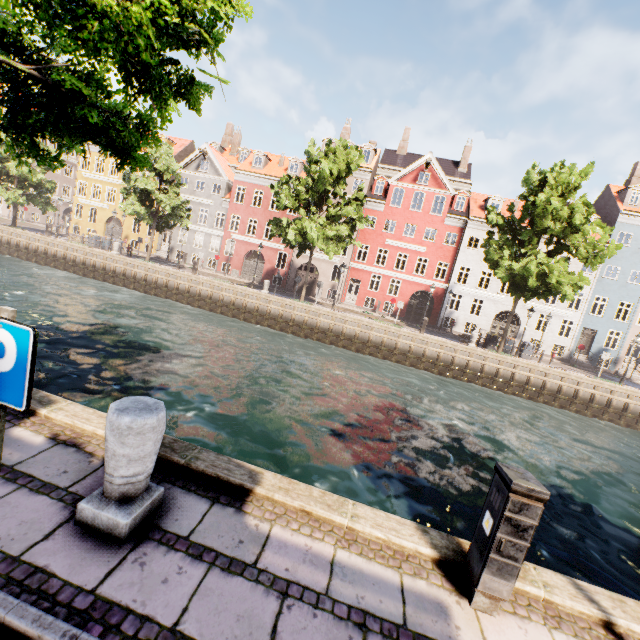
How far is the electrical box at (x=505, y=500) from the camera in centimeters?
270cm

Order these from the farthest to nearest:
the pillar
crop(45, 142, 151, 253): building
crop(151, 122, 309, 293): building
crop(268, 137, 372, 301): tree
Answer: crop(45, 142, 151, 253): building < crop(151, 122, 309, 293): building < crop(268, 137, 372, 301): tree < the pillar

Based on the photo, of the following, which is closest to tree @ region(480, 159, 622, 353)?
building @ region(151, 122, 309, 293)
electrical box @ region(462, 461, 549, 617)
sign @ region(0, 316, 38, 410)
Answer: sign @ region(0, 316, 38, 410)

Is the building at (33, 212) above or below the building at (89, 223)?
below

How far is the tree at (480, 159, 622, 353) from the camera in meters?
19.0 m

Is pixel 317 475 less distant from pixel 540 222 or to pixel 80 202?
pixel 540 222

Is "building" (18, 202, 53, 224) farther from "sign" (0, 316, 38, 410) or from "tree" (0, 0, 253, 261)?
"sign" (0, 316, 38, 410)

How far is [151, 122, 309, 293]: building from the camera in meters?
33.6 m
